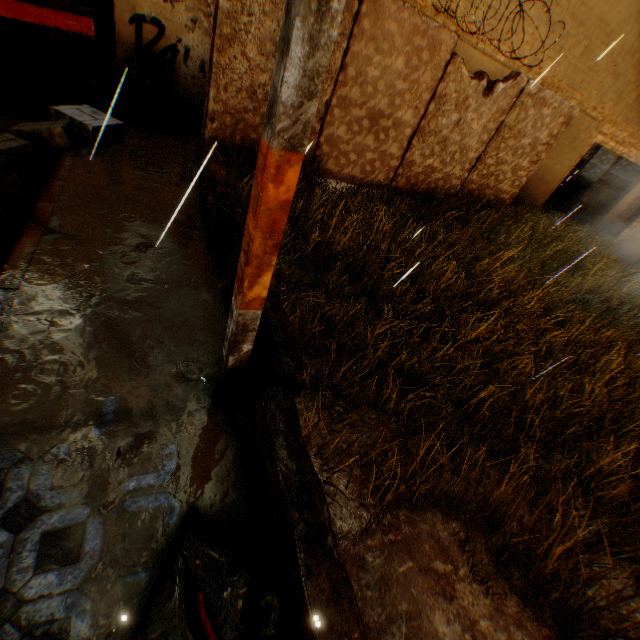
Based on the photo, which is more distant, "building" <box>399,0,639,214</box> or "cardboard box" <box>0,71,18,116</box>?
"building" <box>399,0,639,214</box>

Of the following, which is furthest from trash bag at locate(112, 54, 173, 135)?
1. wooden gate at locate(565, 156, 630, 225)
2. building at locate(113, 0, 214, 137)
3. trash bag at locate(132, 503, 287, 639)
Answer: wooden gate at locate(565, 156, 630, 225)

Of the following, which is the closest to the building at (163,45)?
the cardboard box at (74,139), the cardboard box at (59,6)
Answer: the cardboard box at (59,6)

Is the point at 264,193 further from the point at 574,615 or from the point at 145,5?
the point at 145,5

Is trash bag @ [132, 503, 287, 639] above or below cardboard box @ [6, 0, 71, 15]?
below

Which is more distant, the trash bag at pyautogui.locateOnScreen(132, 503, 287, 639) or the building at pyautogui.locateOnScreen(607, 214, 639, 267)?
Result: the building at pyautogui.locateOnScreen(607, 214, 639, 267)

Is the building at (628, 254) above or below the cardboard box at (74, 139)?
above

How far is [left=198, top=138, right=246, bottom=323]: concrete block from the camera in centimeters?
360cm
